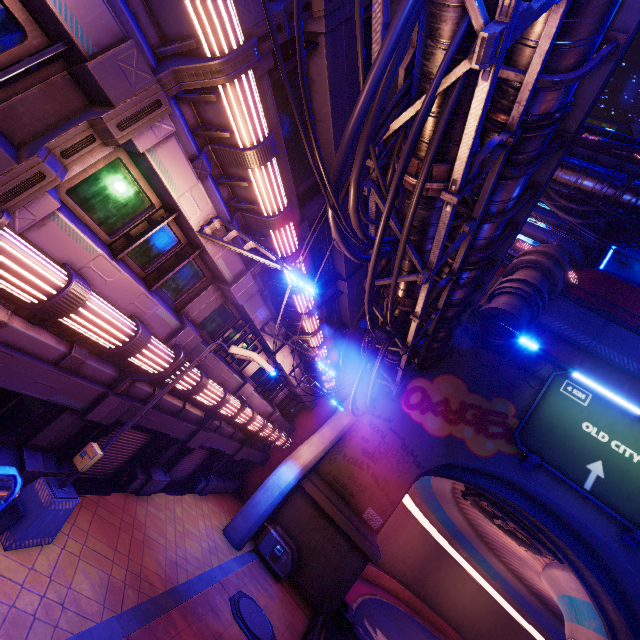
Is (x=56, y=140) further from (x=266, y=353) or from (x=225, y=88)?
(x=266, y=353)

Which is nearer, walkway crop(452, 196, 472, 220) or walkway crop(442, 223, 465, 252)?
walkway crop(452, 196, 472, 220)

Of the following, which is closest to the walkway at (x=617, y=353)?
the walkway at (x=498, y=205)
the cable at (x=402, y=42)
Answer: the walkway at (x=498, y=205)

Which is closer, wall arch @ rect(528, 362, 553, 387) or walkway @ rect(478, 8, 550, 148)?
walkway @ rect(478, 8, 550, 148)

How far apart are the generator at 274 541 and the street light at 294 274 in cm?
1448

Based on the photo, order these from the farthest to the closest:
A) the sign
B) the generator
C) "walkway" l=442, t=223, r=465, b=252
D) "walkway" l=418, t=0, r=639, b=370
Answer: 1. the sign
2. the generator
3. "walkway" l=442, t=223, r=465, b=252
4. "walkway" l=418, t=0, r=639, b=370

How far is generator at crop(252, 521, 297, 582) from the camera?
15.0m

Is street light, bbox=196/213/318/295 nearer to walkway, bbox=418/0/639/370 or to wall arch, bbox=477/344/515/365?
walkway, bbox=418/0/639/370
